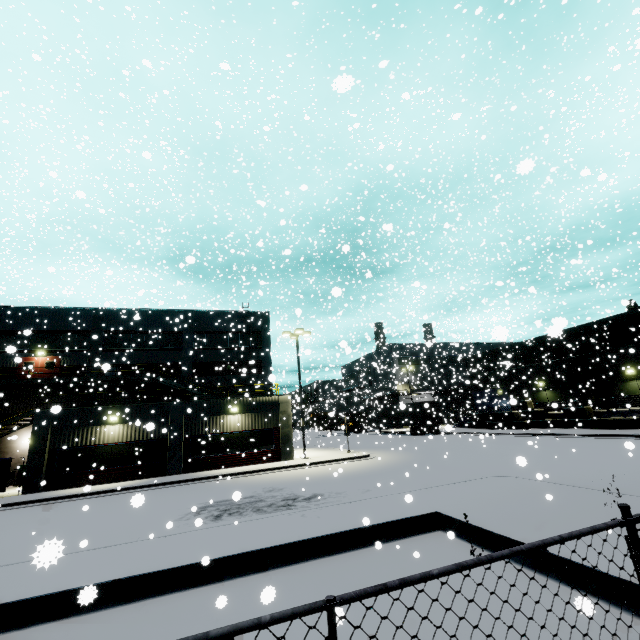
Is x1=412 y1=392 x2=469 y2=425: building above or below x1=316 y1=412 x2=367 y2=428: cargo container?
above

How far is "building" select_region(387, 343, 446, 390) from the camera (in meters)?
41.12

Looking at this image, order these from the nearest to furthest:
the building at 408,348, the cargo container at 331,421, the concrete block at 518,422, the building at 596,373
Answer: the concrete block at 518,422
the building at 596,373
the building at 408,348
the cargo container at 331,421

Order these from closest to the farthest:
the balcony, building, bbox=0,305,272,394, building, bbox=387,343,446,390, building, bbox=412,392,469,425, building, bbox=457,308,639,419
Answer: the balcony, building, bbox=457,308,639,419, building, bbox=0,305,272,394, building, bbox=387,343,446,390, building, bbox=412,392,469,425

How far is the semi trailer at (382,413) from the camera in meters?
38.8

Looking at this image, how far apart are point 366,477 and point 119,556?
11.5 meters

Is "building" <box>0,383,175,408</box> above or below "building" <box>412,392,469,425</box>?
above

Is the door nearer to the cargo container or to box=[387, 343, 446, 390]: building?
box=[387, 343, 446, 390]: building
